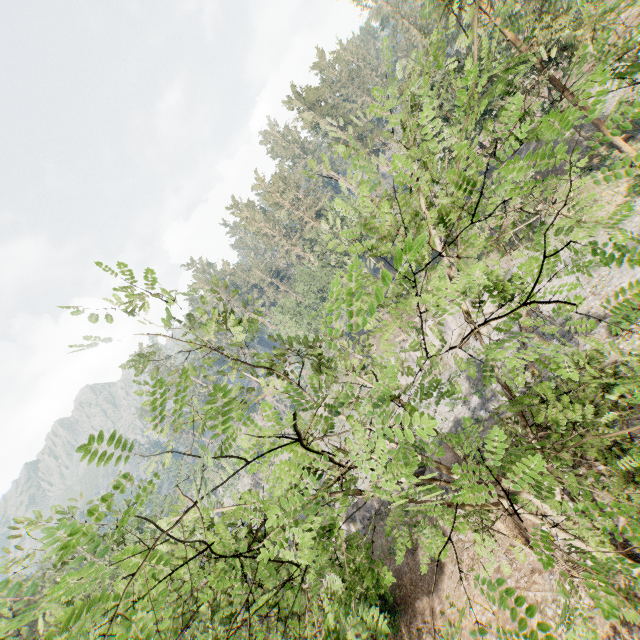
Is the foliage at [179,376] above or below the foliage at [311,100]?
below

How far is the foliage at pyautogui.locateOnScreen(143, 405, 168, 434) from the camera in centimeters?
163cm

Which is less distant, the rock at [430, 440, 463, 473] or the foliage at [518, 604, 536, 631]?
the foliage at [518, 604, 536, 631]

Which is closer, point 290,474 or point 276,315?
point 290,474

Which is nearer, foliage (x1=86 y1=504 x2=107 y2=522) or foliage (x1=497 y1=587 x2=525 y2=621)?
foliage (x1=86 y1=504 x2=107 y2=522)

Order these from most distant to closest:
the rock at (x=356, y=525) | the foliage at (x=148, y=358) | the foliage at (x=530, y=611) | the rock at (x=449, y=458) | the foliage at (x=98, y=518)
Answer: the rock at (x=356, y=525), the rock at (x=449, y=458), the foliage at (x=148, y=358), the foliage at (x=530, y=611), the foliage at (x=98, y=518)

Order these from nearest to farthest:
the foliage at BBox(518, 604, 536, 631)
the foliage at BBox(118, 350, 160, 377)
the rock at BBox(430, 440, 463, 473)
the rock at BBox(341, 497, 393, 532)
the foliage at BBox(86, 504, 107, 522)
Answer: the foliage at BBox(86, 504, 107, 522) → the foliage at BBox(518, 604, 536, 631) → the foliage at BBox(118, 350, 160, 377) → the rock at BBox(430, 440, 463, 473) → the rock at BBox(341, 497, 393, 532)
